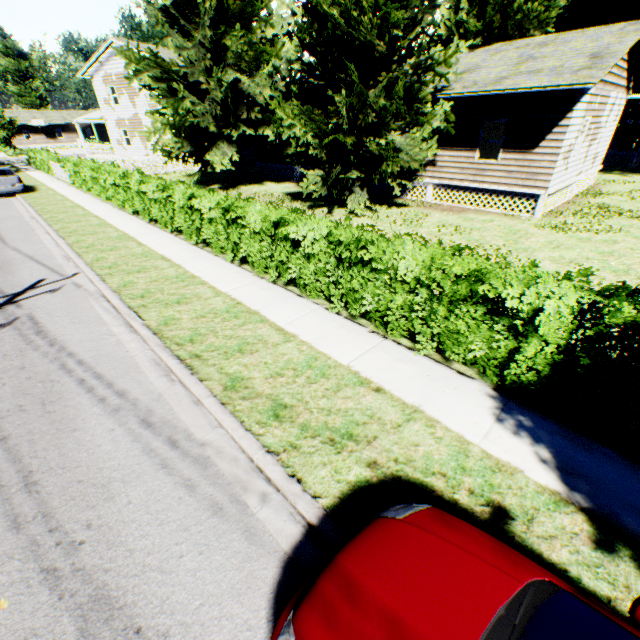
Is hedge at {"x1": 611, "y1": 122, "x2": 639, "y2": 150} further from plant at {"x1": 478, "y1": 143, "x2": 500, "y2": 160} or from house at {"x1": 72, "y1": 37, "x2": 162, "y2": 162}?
house at {"x1": 72, "y1": 37, "x2": 162, "y2": 162}

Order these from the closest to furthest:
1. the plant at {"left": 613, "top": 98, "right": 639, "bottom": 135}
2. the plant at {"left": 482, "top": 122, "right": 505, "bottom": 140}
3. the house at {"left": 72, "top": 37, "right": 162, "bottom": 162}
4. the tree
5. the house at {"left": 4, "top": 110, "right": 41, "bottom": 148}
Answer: the plant at {"left": 482, "top": 122, "right": 505, "bottom": 140}
the plant at {"left": 613, "top": 98, "right": 639, "bottom": 135}
the house at {"left": 72, "top": 37, "right": 162, "bottom": 162}
the tree
the house at {"left": 4, "top": 110, "right": 41, "bottom": 148}

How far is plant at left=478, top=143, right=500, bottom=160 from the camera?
17.4m

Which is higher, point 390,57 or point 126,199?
point 390,57

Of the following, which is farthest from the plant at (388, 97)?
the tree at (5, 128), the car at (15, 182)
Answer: the tree at (5, 128)

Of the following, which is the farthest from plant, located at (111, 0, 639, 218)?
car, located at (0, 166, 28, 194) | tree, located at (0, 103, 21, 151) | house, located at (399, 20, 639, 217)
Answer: tree, located at (0, 103, 21, 151)

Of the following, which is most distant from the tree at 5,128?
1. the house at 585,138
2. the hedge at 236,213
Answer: the hedge at 236,213

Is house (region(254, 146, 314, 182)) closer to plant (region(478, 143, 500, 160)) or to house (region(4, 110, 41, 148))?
plant (region(478, 143, 500, 160))
